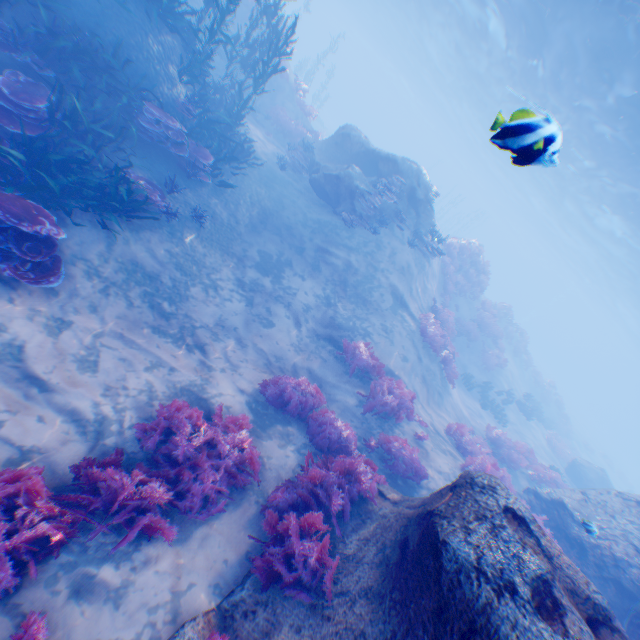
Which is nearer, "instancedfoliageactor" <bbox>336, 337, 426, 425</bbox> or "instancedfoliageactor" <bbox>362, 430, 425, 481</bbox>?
"instancedfoliageactor" <bbox>362, 430, 425, 481</bbox>

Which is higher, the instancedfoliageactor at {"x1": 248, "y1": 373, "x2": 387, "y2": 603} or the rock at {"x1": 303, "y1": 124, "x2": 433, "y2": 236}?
the rock at {"x1": 303, "y1": 124, "x2": 433, "y2": 236}

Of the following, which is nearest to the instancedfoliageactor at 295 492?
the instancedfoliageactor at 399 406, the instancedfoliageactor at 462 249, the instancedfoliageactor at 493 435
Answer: the instancedfoliageactor at 399 406

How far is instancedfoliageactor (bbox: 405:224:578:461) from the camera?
14.1 meters

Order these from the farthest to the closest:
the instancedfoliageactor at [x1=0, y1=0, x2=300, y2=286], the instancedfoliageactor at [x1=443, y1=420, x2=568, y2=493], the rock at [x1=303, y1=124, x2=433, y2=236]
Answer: the rock at [x1=303, y1=124, x2=433, y2=236] → the instancedfoliageactor at [x1=443, y1=420, x2=568, y2=493] → the instancedfoliageactor at [x1=0, y1=0, x2=300, y2=286]

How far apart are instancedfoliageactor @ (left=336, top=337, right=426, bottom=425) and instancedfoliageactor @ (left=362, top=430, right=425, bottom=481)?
0.5m

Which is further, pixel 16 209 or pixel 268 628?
pixel 16 209

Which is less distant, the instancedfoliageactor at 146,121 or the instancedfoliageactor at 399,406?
the instancedfoliageactor at 146,121
